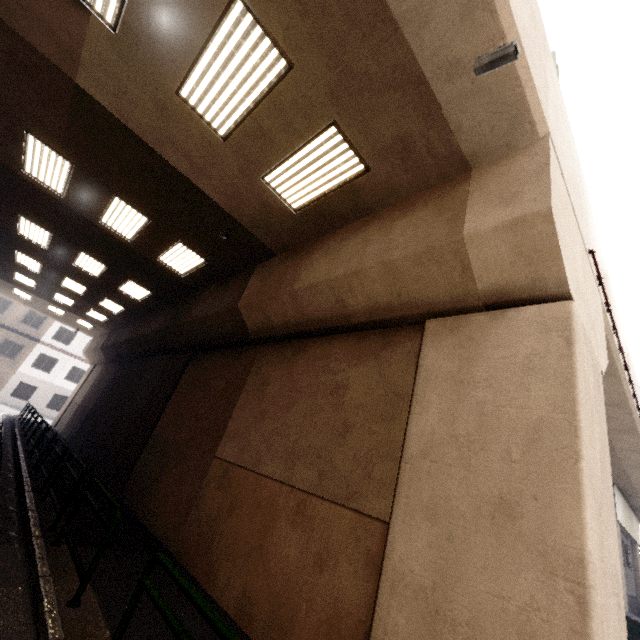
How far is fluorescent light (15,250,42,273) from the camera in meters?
14.3 m

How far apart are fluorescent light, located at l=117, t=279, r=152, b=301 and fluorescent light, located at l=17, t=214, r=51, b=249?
2.8m

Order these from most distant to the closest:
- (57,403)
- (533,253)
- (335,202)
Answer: (57,403) < (335,202) < (533,253)

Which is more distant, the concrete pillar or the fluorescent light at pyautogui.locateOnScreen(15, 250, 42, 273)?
the fluorescent light at pyautogui.locateOnScreen(15, 250, 42, 273)

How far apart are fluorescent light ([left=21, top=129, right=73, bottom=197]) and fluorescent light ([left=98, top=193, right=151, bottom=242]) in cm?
101

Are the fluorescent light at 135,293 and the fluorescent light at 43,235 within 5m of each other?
yes

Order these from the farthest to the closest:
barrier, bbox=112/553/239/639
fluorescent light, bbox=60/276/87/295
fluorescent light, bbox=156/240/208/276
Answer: fluorescent light, bbox=60/276/87/295 < fluorescent light, bbox=156/240/208/276 < barrier, bbox=112/553/239/639

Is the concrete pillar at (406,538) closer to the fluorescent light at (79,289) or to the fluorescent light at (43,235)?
the fluorescent light at (79,289)
